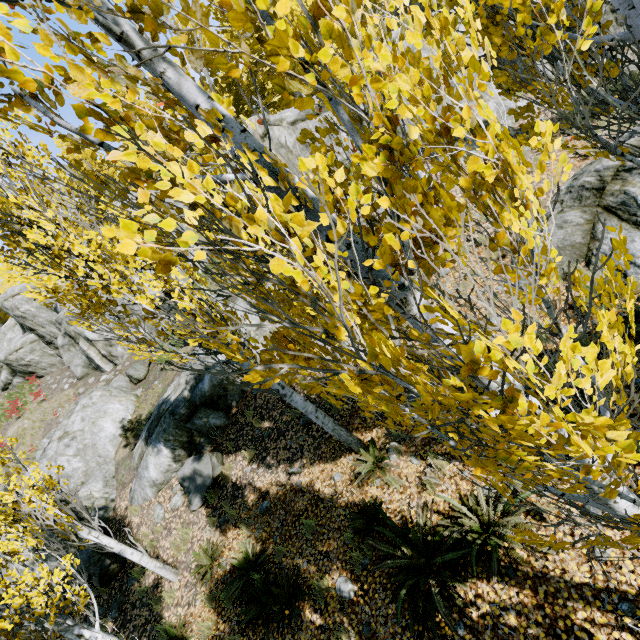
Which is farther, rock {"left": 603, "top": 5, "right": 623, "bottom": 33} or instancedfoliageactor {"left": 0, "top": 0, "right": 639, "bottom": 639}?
rock {"left": 603, "top": 5, "right": 623, "bottom": 33}

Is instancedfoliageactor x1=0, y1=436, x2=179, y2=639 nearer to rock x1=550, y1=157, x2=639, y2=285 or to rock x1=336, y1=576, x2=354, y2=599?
rock x1=550, y1=157, x2=639, y2=285

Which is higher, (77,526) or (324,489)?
(77,526)

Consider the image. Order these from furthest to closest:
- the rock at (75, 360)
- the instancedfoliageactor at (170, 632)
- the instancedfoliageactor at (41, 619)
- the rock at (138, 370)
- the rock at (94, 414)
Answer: the rock at (75, 360), the rock at (138, 370), the rock at (94, 414), the instancedfoliageactor at (170, 632), the instancedfoliageactor at (41, 619)

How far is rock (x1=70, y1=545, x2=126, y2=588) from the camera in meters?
9.2 m

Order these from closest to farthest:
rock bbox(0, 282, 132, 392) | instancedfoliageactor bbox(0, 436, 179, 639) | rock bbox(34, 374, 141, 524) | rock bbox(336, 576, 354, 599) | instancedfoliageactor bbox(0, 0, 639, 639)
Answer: instancedfoliageactor bbox(0, 0, 639, 639)
instancedfoliageactor bbox(0, 436, 179, 639)
rock bbox(336, 576, 354, 599)
rock bbox(34, 374, 141, 524)
rock bbox(0, 282, 132, 392)

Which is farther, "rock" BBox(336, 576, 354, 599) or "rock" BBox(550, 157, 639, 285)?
"rock" BBox(550, 157, 639, 285)

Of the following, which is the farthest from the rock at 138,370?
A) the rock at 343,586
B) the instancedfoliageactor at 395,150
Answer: the rock at 343,586
